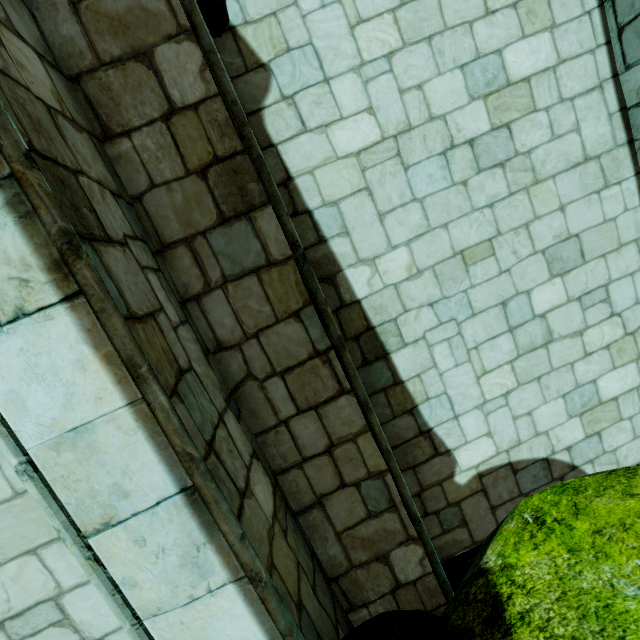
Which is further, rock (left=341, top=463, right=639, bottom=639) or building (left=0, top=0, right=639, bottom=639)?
Answer: building (left=0, top=0, right=639, bottom=639)

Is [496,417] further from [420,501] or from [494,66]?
[494,66]

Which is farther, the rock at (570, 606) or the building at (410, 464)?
the building at (410, 464)
